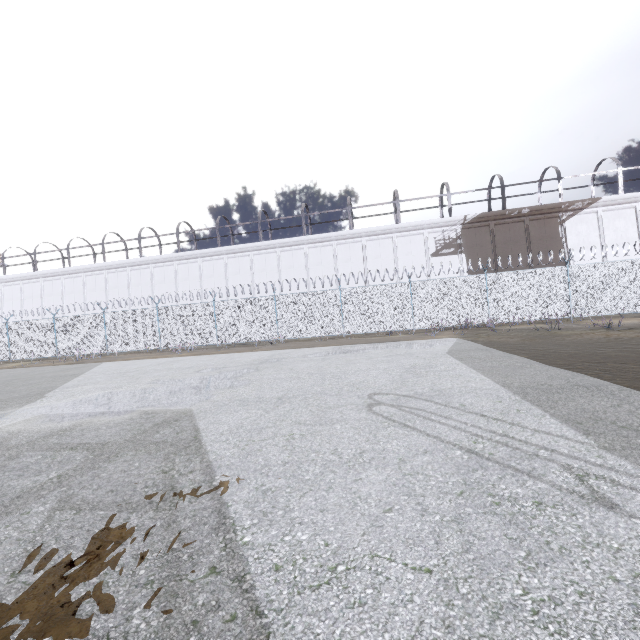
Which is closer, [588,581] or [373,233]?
[588,581]
